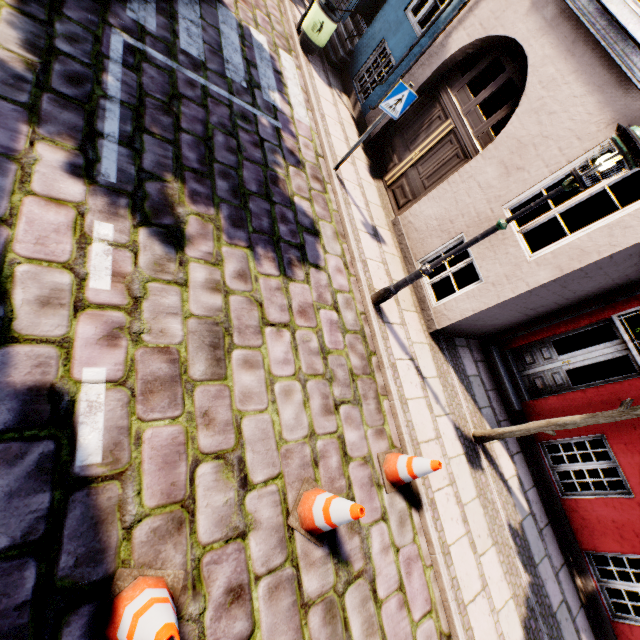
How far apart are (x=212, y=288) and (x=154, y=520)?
2.3m

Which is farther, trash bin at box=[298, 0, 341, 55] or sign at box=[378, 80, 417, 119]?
trash bin at box=[298, 0, 341, 55]

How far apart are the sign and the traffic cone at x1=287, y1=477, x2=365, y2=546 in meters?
5.9

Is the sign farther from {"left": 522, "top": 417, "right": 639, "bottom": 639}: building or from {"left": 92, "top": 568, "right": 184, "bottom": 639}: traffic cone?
{"left": 92, "top": 568, "right": 184, "bottom": 639}: traffic cone

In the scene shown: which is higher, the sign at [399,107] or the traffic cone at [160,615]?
the sign at [399,107]

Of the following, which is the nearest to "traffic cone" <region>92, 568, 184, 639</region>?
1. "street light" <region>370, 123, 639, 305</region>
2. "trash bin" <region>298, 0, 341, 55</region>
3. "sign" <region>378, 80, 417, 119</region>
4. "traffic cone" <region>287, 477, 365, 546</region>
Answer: "traffic cone" <region>287, 477, 365, 546</region>

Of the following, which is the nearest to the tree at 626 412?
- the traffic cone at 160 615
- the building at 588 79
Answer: the building at 588 79

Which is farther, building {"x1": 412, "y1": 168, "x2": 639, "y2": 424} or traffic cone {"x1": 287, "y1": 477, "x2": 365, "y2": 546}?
building {"x1": 412, "y1": 168, "x2": 639, "y2": 424}
